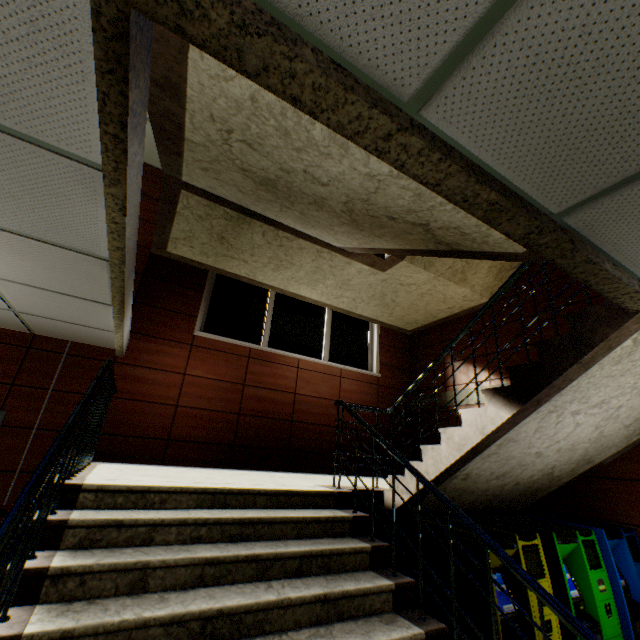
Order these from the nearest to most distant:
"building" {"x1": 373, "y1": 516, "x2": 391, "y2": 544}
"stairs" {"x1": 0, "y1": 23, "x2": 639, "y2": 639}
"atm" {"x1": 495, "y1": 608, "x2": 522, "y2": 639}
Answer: "stairs" {"x1": 0, "y1": 23, "x2": 639, "y2": 639} < "atm" {"x1": 495, "y1": 608, "x2": 522, "y2": 639} < "building" {"x1": 373, "y1": 516, "x2": 391, "y2": 544}

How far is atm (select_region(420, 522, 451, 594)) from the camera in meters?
2.7 m

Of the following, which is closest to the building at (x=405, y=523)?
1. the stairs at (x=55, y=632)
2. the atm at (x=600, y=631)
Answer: the stairs at (x=55, y=632)

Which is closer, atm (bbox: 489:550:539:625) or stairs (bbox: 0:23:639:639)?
stairs (bbox: 0:23:639:639)

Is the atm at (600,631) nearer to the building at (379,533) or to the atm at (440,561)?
the atm at (440,561)

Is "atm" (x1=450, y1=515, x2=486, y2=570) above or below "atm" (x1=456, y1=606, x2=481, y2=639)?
above

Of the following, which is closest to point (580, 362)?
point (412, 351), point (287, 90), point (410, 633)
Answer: point (410, 633)
